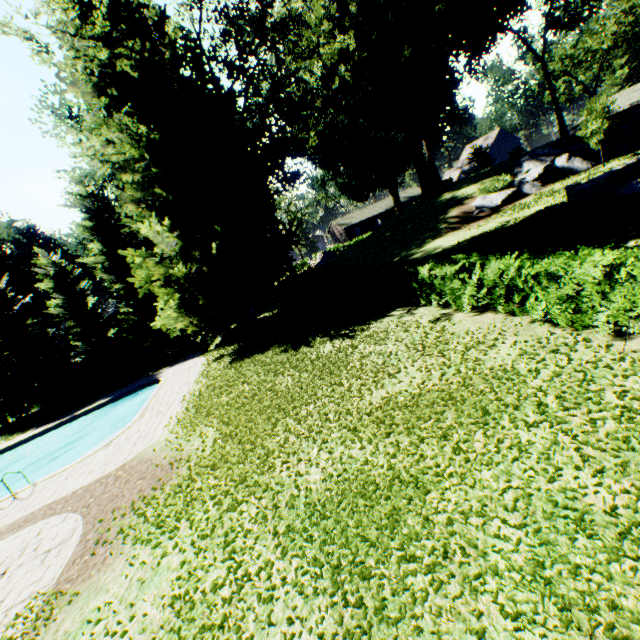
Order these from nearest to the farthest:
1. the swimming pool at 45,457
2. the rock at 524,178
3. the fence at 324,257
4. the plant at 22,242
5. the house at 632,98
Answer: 1. the swimming pool at 45,457
2. the rock at 524,178
3. the plant at 22,242
4. the fence at 324,257
5. the house at 632,98

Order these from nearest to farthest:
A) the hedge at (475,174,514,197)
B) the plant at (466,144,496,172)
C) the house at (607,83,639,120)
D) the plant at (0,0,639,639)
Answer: the plant at (0,0,639,639)
the hedge at (475,174,514,197)
the house at (607,83,639,120)
the plant at (466,144,496,172)

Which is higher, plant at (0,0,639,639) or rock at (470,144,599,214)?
plant at (0,0,639,639)

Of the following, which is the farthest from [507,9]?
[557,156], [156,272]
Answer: [156,272]

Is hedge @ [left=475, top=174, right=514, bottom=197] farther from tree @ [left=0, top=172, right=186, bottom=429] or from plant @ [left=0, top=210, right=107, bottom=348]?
tree @ [left=0, top=172, right=186, bottom=429]

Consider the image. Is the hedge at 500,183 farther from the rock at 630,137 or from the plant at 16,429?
the plant at 16,429

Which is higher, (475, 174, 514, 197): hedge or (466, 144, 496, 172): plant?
(466, 144, 496, 172): plant

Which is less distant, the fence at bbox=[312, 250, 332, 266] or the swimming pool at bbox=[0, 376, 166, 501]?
the swimming pool at bbox=[0, 376, 166, 501]
